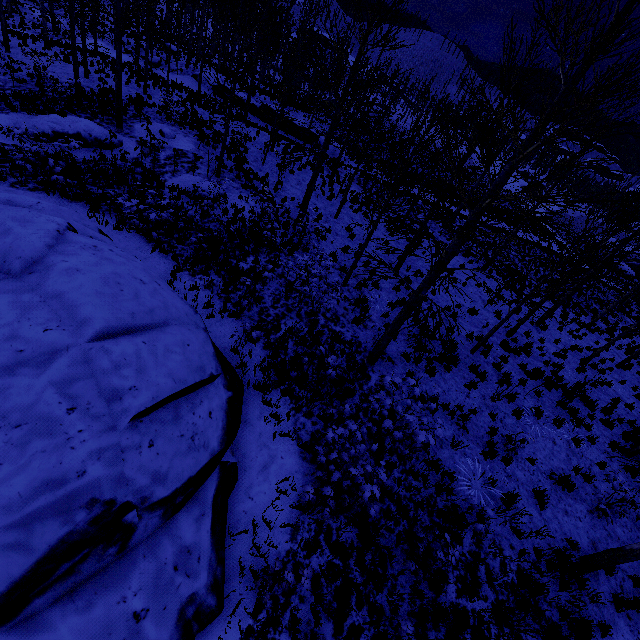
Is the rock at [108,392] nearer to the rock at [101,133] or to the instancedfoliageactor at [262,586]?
the instancedfoliageactor at [262,586]

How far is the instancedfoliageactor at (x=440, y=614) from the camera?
5.7m

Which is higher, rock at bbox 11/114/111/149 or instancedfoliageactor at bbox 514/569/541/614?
rock at bbox 11/114/111/149

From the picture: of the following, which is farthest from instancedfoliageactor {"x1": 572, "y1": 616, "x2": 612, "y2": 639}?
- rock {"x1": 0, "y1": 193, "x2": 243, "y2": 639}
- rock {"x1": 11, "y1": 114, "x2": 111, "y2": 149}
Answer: rock {"x1": 11, "y1": 114, "x2": 111, "y2": 149}

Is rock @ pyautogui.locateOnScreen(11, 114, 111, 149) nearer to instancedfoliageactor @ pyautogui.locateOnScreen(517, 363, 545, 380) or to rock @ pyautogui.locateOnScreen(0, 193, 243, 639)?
rock @ pyautogui.locateOnScreen(0, 193, 243, 639)

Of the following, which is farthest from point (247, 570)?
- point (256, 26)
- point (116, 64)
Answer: point (256, 26)

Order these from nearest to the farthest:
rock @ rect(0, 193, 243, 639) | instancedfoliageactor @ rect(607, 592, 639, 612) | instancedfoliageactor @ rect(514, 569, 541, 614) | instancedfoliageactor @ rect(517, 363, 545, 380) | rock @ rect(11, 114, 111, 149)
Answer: rock @ rect(0, 193, 243, 639), instancedfoliageactor @ rect(514, 569, 541, 614), instancedfoliageactor @ rect(607, 592, 639, 612), instancedfoliageactor @ rect(517, 363, 545, 380), rock @ rect(11, 114, 111, 149)
